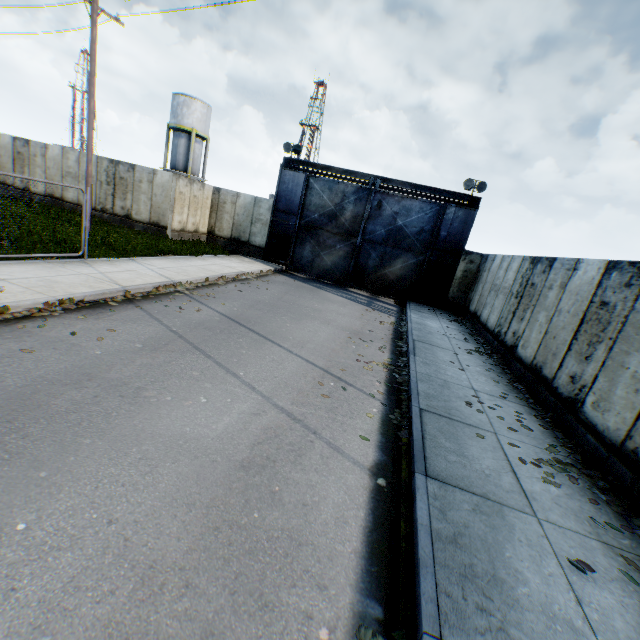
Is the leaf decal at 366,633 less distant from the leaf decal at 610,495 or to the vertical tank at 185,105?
the leaf decal at 610,495

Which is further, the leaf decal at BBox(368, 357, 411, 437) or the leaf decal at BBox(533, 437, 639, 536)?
the leaf decal at BBox(368, 357, 411, 437)

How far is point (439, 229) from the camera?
17.2 meters

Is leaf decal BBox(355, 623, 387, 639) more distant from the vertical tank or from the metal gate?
the vertical tank

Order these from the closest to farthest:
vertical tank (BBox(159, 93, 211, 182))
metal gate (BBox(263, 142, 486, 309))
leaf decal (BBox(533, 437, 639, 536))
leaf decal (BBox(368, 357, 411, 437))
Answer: leaf decal (BBox(533, 437, 639, 536))
leaf decal (BBox(368, 357, 411, 437))
metal gate (BBox(263, 142, 486, 309))
vertical tank (BBox(159, 93, 211, 182))

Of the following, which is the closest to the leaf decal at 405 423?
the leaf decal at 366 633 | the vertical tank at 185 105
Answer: the leaf decal at 366 633

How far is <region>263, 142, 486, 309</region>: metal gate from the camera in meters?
17.1

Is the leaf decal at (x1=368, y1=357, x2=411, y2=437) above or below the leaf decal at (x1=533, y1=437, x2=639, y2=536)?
below
